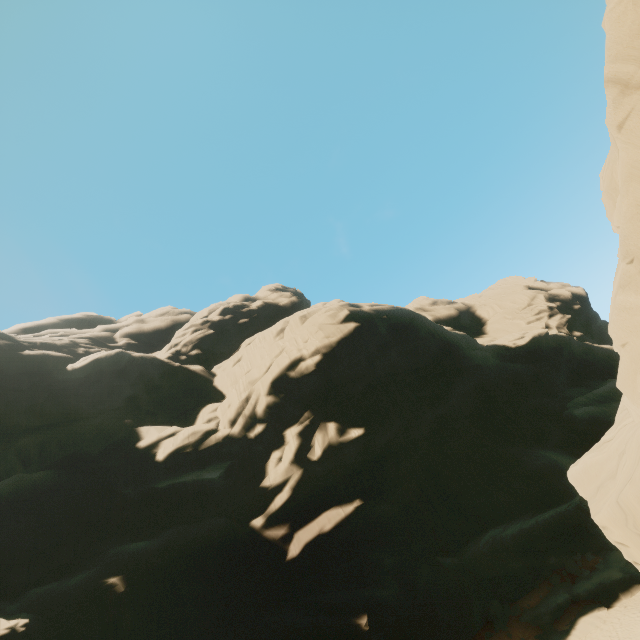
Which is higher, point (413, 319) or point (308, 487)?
point (413, 319)
